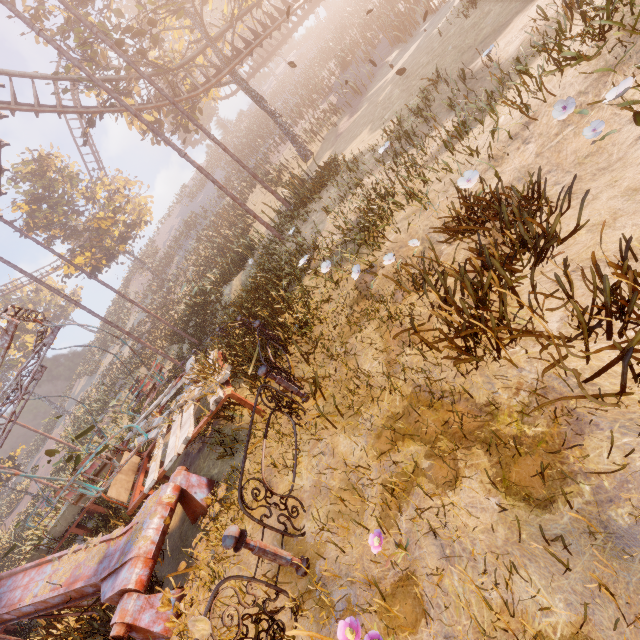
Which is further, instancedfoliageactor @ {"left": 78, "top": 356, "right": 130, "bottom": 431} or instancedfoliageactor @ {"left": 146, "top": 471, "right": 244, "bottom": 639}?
instancedfoliageactor @ {"left": 78, "top": 356, "right": 130, "bottom": 431}

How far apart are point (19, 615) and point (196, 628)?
4.87m

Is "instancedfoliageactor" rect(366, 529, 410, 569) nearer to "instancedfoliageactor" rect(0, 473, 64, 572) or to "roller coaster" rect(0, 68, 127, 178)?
"roller coaster" rect(0, 68, 127, 178)

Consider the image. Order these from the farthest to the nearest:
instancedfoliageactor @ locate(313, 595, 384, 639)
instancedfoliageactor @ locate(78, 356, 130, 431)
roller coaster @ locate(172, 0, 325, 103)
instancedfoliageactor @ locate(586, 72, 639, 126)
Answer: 1. instancedfoliageactor @ locate(78, 356, 130, 431)
2. roller coaster @ locate(172, 0, 325, 103)
3. instancedfoliageactor @ locate(586, 72, 639, 126)
4. instancedfoliageactor @ locate(313, 595, 384, 639)

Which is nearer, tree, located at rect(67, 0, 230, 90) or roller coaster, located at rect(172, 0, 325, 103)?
tree, located at rect(67, 0, 230, 90)

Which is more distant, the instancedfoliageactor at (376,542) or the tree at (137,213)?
the tree at (137,213)

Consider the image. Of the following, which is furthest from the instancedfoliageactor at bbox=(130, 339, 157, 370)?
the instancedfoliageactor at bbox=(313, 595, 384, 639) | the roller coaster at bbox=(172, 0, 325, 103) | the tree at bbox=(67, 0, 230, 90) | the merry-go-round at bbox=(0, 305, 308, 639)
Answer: the instancedfoliageactor at bbox=(313, 595, 384, 639)

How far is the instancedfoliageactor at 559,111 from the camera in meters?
3.2
